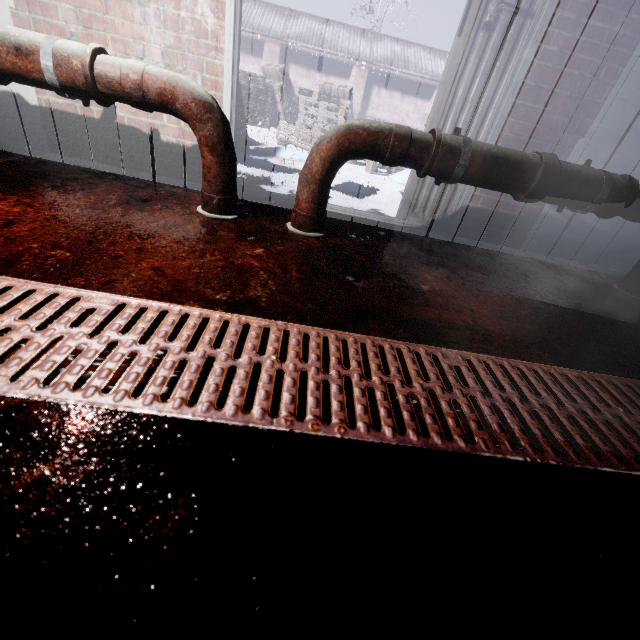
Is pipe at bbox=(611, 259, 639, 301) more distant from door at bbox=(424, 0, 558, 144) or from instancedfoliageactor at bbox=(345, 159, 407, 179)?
instancedfoliageactor at bbox=(345, 159, 407, 179)

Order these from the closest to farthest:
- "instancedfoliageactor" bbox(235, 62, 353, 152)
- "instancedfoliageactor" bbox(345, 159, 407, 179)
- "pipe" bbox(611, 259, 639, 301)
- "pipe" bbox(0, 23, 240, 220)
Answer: "pipe" bbox(0, 23, 240, 220)
"pipe" bbox(611, 259, 639, 301)
"instancedfoliageactor" bbox(235, 62, 353, 152)
"instancedfoliageactor" bbox(345, 159, 407, 179)

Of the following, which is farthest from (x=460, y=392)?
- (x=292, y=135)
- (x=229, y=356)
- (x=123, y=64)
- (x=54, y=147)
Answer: (x=292, y=135)

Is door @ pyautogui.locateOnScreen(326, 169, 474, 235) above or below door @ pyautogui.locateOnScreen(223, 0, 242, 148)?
below

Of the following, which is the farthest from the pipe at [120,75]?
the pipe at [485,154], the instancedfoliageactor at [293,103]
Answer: the instancedfoliageactor at [293,103]

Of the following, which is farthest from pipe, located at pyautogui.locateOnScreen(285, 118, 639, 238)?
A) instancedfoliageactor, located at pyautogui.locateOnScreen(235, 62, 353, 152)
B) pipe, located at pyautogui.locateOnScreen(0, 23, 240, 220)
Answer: instancedfoliageactor, located at pyautogui.locateOnScreen(235, 62, 353, 152)

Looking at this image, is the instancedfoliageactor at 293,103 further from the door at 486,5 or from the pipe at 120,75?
the pipe at 120,75

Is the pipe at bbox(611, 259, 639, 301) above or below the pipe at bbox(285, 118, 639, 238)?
below
